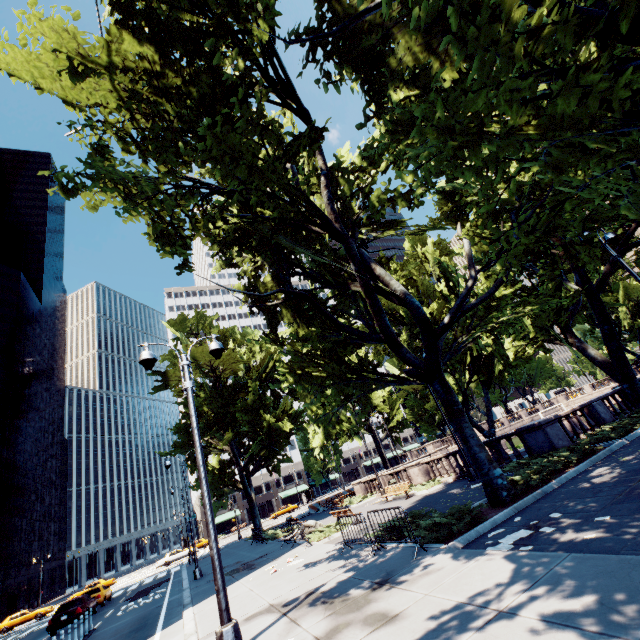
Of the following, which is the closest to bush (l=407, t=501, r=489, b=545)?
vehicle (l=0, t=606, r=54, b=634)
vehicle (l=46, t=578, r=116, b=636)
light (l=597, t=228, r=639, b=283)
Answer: light (l=597, t=228, r=639, b=283)

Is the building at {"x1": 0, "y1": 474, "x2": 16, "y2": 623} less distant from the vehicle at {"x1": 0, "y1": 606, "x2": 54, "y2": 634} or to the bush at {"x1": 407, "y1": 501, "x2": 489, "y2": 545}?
the vehicle at {"x1": 0, "y1": 606, "x2": 54, "y2": 634}

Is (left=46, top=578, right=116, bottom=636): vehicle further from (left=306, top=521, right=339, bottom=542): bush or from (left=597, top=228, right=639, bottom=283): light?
Result: (left=597, top=228, right=639, bottom=283): light

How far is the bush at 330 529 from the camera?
16.39m

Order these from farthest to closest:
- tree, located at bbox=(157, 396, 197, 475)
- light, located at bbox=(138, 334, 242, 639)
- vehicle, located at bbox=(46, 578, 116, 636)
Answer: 1. tree, located at bbox=(157, 396, 197, 475)
2. vehicle, located at bbox=(46, 578, 116, 636)
3. light, located at bbox=(138, 334, 242, 639)

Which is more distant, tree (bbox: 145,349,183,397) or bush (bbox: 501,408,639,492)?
tree (bbox: 145,349,183,397)

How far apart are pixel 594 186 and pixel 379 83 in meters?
5.2 m

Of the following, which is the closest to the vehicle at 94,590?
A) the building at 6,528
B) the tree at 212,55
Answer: the tree at 212,55
